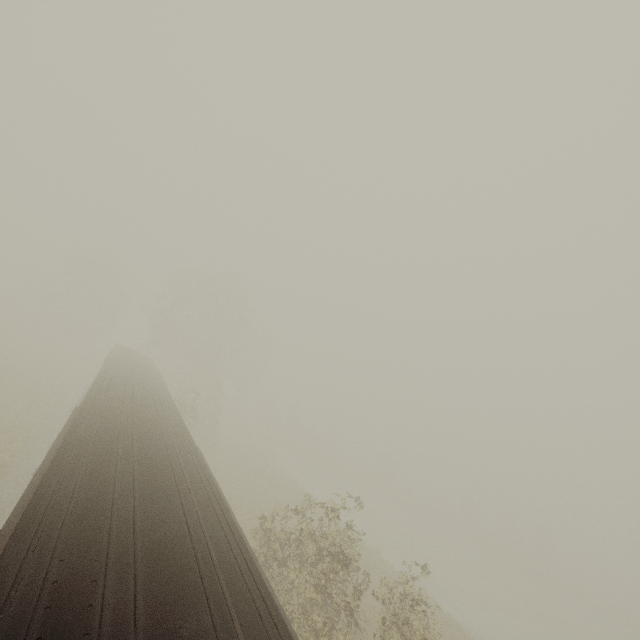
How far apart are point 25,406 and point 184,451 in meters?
19.0 m

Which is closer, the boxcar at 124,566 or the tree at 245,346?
the boxcar at 124,566

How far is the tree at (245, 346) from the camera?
32.3 meters

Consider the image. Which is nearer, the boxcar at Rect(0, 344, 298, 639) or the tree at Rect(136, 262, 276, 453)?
the boxcar at Rect(0, 344, 298, 639)

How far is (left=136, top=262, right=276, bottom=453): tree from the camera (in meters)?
32.34
